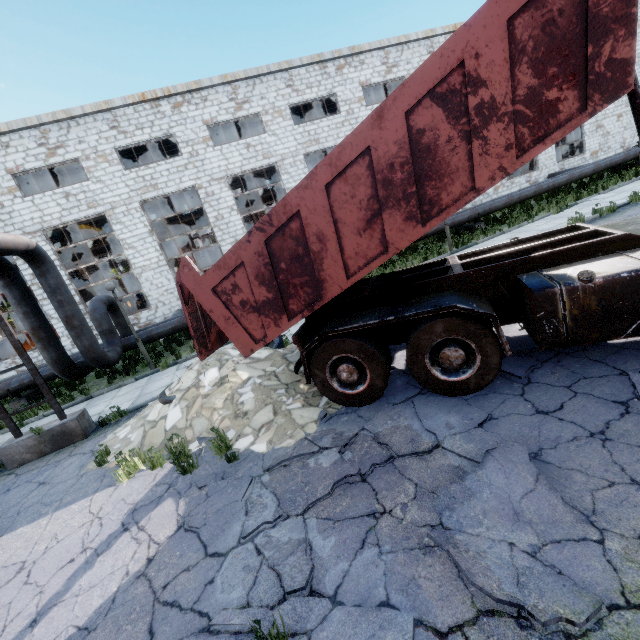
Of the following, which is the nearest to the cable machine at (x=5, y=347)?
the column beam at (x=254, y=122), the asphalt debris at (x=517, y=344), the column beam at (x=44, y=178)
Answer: the column beam at (x=44, y=178)

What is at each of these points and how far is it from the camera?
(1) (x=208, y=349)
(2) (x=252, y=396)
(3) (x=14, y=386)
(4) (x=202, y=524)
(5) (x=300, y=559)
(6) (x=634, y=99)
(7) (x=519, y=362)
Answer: (1) truck dump back, 5.9m
(2) concrete debris, 6.1m
(3) pipe, 12.1m
(4) asphalt debris, 4.0m
(5) asphalt debris, 3.1m
(6) truck, 4.0m
(7) asphalt debris, 5.0m

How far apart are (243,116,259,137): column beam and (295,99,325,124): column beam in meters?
4.0

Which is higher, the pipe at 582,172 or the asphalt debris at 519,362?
the pipe at 582,172

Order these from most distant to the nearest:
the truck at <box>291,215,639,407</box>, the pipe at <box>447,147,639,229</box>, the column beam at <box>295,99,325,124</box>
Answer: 1. the column beam at <box>295,99,325,124</box>
2. the pipe at <box>447,147,639,229</box>
3. the truck at <box>291,215,639,407</box>

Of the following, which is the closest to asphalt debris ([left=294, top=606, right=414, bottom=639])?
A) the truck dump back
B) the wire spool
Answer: the truck dump back

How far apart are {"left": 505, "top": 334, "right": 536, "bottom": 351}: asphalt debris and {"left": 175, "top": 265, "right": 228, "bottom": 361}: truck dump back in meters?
4.2 m

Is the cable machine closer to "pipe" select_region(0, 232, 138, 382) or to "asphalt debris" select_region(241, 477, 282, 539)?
Result: "pipe" select_region(0, 232, 138, 382)
